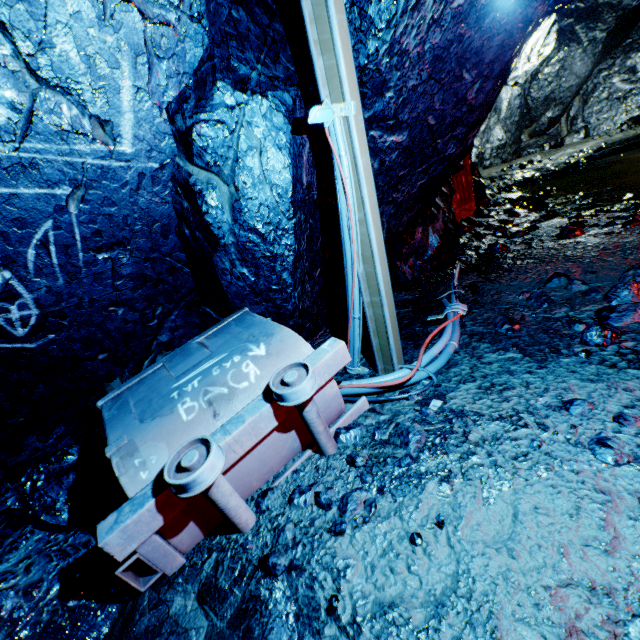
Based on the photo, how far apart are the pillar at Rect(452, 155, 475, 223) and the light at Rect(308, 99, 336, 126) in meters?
5.1 m

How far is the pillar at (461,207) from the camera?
6.2m

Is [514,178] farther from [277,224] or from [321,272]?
[277,224]

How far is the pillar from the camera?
6.2 meters

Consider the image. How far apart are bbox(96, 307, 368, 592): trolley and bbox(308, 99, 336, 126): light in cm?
132

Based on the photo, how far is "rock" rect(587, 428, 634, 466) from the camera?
1.5m

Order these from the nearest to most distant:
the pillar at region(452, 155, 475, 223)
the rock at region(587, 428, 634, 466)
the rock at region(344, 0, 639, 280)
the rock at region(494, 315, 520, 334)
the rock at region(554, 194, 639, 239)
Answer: the rock at region(587, 428, 634, 466) → the rock at region(344, 0, 639, 280) → the rock at region(494, 315, 520, 334) → the rock at region(554, 194, 639, 239) → the pillar at region(452, 155, 475, 223)

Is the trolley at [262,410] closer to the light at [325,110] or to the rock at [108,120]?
the rock at [108,120]
